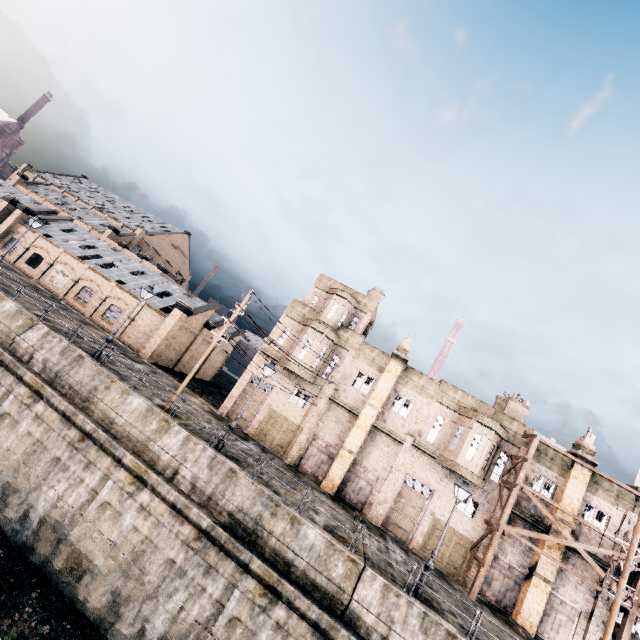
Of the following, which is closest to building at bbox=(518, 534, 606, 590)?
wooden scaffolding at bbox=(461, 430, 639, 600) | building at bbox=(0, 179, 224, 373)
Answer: wooden scaffolding at bbox=(461, 430, 639, 600)

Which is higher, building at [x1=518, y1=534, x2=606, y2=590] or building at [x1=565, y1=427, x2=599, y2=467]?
building at [x1=565, y1=427, x2=599, y2=467]

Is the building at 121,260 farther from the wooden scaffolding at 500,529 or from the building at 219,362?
the wooden scaffolding at 500,529

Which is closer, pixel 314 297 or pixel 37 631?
pixel 37 631

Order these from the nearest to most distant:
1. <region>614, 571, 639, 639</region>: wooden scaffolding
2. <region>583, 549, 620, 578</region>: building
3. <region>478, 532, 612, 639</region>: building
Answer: <region>614, 571, 639, 639</region>: wooden scaffolding < <region>478, 532, 612, 639</region>: building < <region>583, 549, 620, 578</region>: building

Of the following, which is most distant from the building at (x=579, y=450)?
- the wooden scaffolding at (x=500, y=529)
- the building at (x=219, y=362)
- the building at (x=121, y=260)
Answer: the building at (x=219, y=362)

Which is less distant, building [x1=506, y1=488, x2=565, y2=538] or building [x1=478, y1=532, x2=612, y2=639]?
building [x1=478, y1=532, x2=612, y2=639]
